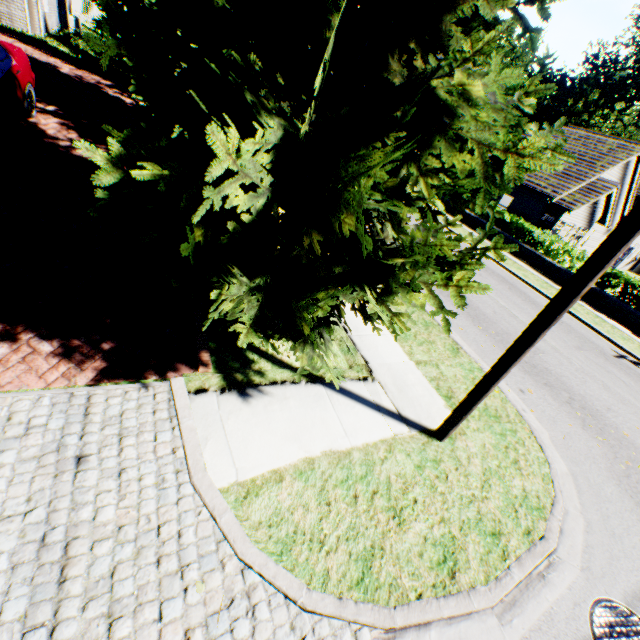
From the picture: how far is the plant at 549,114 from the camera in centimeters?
5619cm

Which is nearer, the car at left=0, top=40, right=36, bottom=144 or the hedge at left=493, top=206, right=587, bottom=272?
the car at left=0, top=40, right=36, bottom=144

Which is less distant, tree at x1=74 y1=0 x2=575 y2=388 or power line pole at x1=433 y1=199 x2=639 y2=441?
tree at x1=74 y1=0 x2=575 y2=388

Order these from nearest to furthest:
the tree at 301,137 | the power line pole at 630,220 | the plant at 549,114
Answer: the tree at 301,137 < the power line pole at 630,220 < the plant at 549,114

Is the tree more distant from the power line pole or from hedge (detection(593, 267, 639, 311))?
hedge (detection(593, 267, 639, 311))

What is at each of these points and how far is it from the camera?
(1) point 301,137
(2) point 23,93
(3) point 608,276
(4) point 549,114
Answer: (1) tree, 3.3m
(2) car, 6.9m
(3) hedge, 15.7m
(4) plant, 57.5m

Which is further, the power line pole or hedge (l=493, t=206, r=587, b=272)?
hedge (l=493, t=206, r=587, b=272)

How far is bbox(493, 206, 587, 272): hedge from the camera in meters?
17.1 m
